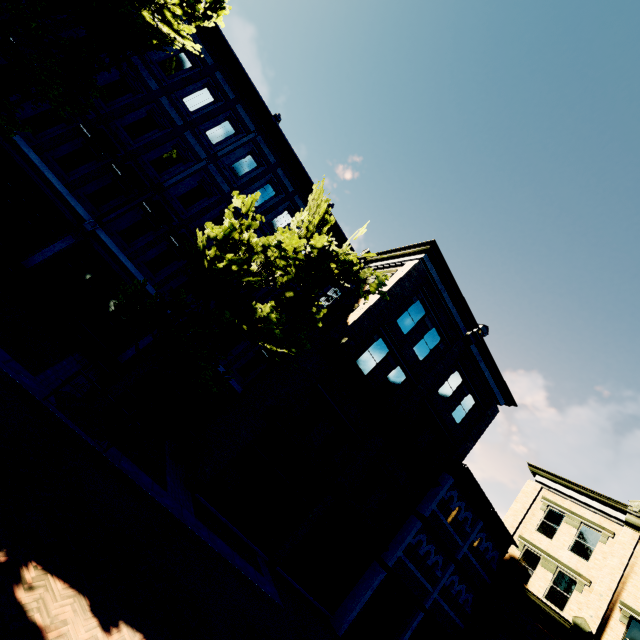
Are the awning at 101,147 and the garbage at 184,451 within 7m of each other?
no

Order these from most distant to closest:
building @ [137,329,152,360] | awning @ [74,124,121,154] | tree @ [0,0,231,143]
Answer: building @ [137,329,152,360], awning @ [74,124,121,154], tree @ [0,0,231,143]

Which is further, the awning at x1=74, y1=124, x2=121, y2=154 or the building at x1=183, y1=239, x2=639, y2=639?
the building at x1=183, y1=239, x2=639, y2=639

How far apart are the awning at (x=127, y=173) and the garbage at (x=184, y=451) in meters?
10.2

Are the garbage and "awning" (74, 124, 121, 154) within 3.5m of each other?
no

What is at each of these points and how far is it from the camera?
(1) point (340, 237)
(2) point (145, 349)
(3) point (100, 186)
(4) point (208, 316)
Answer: (1) building, 18.19m
(2) building, 14.58m
(3) building, 13.53m
(4) tree, 9.16m

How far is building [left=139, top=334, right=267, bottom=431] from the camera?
14.97m
